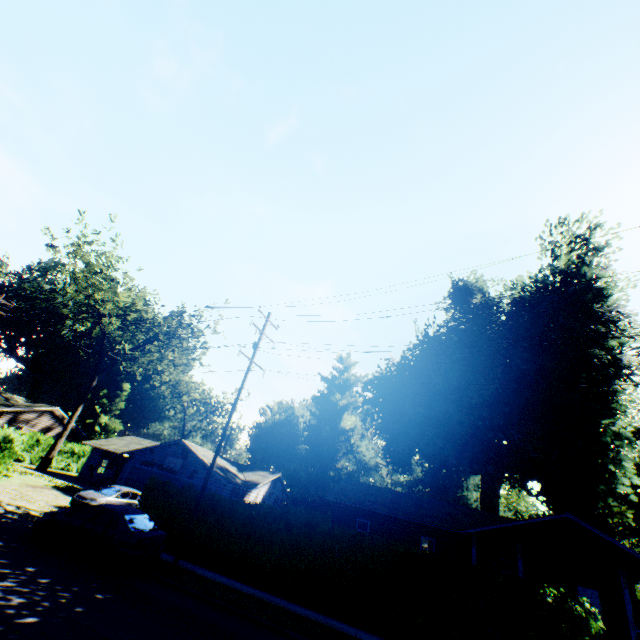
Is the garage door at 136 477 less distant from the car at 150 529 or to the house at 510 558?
the house at 510 558

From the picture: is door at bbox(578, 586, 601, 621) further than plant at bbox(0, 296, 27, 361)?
No

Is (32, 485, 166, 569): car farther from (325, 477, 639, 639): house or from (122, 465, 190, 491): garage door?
(325, 477, 639, 639): house

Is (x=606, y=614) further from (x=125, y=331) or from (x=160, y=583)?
(x=125, y=331)

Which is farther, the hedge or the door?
the door

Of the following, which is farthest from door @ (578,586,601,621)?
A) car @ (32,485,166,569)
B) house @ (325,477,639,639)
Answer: car @ (32,485,166,569)

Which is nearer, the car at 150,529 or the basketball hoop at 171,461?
the car at 150,529

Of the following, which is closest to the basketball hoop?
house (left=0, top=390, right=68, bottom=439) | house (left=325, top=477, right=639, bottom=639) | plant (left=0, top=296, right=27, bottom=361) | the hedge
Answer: the hedge
